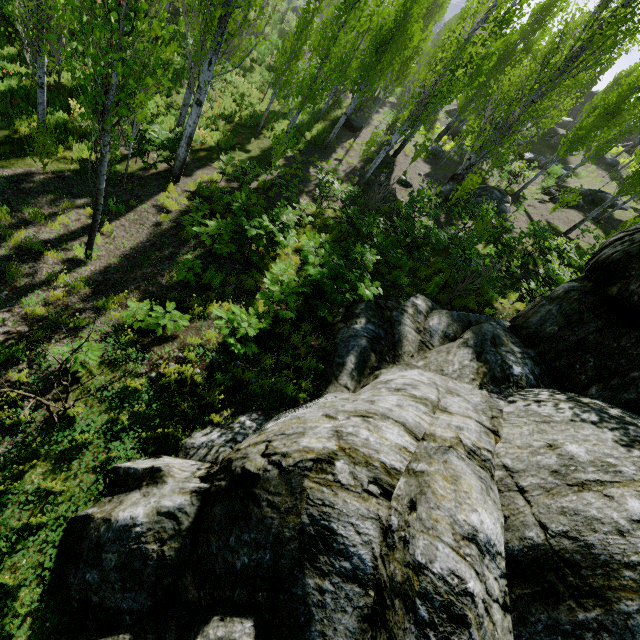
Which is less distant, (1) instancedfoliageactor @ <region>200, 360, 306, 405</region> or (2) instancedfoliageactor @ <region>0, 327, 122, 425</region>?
(2) instancedfoliageactor @ <region>0, 327, 122, 425</region>

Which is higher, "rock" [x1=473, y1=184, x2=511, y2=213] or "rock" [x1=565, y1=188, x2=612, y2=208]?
"rock" [x1=565, y1=188, x2=612, y2=208]

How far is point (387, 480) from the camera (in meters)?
2.63

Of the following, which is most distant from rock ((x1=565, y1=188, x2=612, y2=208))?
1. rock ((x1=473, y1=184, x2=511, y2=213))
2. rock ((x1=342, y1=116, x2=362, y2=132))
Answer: rock ((x1=342, y1=116, x2=362, y2=132))

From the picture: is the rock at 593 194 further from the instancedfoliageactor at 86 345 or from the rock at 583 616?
the rock at 583 616

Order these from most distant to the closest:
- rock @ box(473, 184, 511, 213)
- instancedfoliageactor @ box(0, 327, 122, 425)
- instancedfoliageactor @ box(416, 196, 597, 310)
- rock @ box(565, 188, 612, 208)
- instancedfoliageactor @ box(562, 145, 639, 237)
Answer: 1. rock @ box(565, 188, 612, 208)
2. rock @ box(473, 184, 511, 213)
3. instancedfoliageactor @ box(562, 145, 639, 237)
4. instancedfoliageactor @ box(416, 196, 597, 310)
5. instancedfoliageactor @ box(0, 327, 122, 425)

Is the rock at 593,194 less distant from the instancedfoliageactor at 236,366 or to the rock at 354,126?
the instancedfoliageactor at 236,366

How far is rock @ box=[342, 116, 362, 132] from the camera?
23.80m
